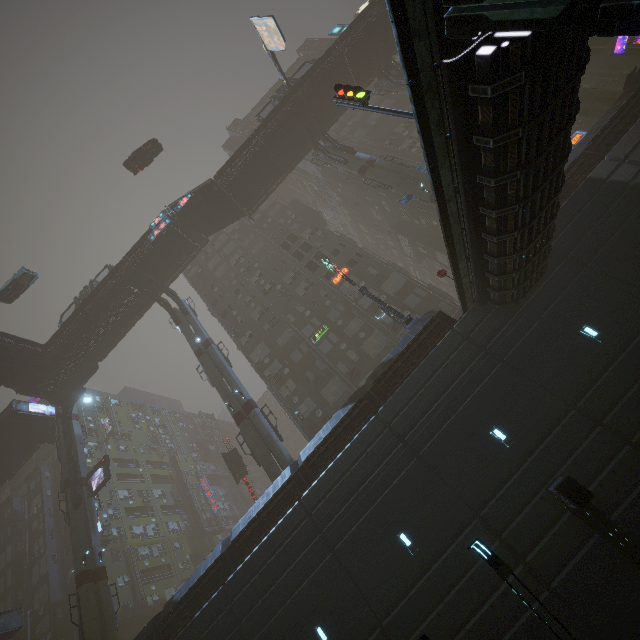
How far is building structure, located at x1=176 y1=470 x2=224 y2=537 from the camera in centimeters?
5072cm

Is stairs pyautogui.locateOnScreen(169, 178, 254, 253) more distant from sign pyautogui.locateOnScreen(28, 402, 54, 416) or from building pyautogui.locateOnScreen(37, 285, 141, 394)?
sign pyautogui.locateOnScreen(28, 402, 54, 416)

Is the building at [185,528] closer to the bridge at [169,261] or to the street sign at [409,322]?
the street sign at [409,322]

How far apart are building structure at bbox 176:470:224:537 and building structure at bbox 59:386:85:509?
26.75m

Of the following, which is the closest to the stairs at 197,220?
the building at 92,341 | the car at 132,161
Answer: the car at 132,161

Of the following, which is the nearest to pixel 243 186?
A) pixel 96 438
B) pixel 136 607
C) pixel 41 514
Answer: pixel 96 438

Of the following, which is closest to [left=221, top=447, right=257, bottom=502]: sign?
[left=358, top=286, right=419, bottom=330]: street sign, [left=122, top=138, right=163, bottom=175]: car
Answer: [left=358, top=286, right=419, bottom=330]: street sign

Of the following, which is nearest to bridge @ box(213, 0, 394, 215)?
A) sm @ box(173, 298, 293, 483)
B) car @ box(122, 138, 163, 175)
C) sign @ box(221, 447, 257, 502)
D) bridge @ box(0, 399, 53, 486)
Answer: car @ box(122, 138, 163, 175)
